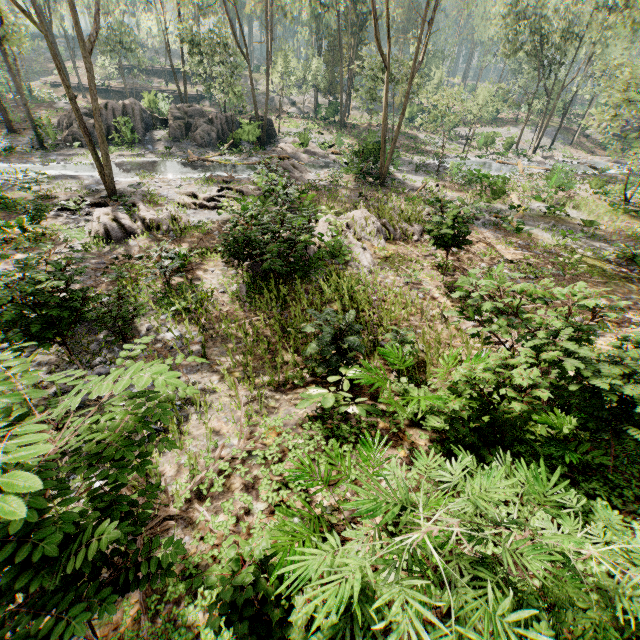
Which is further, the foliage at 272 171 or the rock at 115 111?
the rock at 115 111

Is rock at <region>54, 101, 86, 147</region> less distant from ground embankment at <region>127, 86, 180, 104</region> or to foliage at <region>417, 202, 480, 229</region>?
foliage at <region>417, 202, 480, 229</region>

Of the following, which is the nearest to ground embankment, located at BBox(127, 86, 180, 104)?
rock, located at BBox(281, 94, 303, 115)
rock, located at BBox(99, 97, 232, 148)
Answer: rock, located at BBox(281, 94, 303, 115)

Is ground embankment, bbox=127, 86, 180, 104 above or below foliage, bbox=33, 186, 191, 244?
above

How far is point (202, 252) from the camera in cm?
1250

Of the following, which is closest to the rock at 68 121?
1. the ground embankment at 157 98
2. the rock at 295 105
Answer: the rock at 295 105

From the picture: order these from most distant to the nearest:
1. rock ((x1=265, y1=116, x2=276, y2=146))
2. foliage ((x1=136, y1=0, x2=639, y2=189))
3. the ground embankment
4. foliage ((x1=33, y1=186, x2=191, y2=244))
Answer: the ground embankment
rock ((x1=265, y1=116, x2=276, y2=146))
foliage ((x1=136, y1=0, x2=639, y2=189))
foliage ((x1=33, y1=186, x2=191, y2=244))
